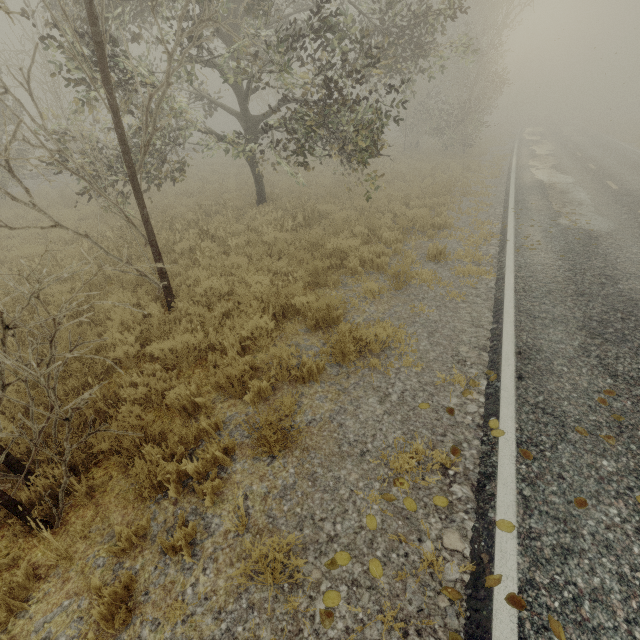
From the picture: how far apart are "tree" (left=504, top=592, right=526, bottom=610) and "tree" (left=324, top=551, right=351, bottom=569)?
1.2 meters

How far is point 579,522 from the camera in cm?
294

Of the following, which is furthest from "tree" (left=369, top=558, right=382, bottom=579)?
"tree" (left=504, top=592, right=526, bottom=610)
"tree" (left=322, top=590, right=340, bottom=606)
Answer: "tree" (left=504, top=592, right=526, bottom=610)

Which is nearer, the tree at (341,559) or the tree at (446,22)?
the tree at (341,559)

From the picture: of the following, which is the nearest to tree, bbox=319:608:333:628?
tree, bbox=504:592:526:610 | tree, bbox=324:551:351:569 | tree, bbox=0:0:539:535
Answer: tree, bbox=324:551:351:569

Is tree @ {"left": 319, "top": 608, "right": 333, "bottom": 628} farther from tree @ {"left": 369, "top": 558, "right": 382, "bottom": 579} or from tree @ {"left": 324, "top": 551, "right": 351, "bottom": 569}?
tree @ {"left": 369, "top": 558, "right": 382, "bottom": 579}

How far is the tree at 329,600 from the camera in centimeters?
266cm
